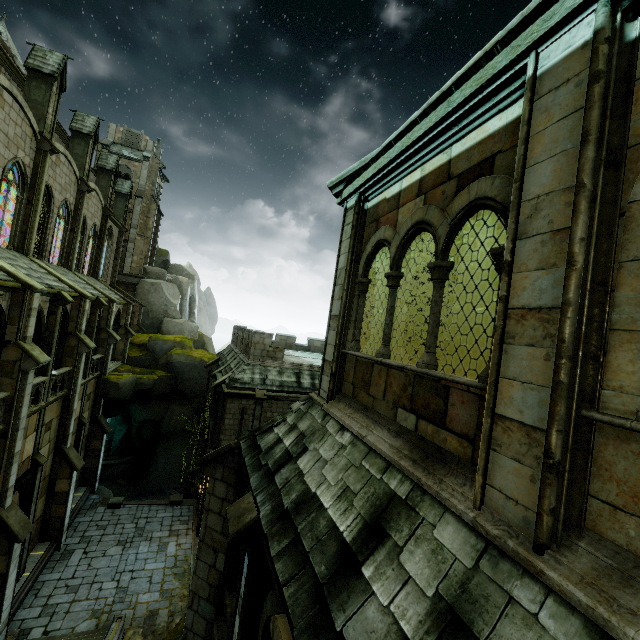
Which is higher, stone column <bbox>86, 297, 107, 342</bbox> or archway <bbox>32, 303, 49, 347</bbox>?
stone column <bbox>86, 297, 107, 342</bbox>

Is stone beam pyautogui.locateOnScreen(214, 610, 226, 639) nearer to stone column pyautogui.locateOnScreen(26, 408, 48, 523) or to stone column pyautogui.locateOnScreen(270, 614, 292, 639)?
stone column pyautogui.locateOnScreen(270, 614, 292, 639)

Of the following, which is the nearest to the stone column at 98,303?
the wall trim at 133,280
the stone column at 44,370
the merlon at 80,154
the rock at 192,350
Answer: the rock at 192,350

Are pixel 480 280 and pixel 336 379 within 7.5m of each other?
yes

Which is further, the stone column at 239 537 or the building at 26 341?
the building at 26 341

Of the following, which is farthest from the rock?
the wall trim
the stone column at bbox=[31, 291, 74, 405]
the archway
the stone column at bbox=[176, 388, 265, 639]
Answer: the stone column at bbox=[176, 388, 265, 639]

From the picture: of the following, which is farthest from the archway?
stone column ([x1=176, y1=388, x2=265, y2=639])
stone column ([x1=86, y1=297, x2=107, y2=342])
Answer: stone column ([x1=176, y1=388, x2=265, y2=639])

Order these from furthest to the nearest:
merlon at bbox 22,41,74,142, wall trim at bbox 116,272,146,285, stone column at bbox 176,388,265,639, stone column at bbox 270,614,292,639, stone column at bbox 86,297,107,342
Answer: wall trim at bbox 116,272,146,285
stone column at bbox 86,297,107,342
merlon at bbox 22,41,74,142
stone column at bbox 176,388,265,639
stone column at bbox 270,614,292,639
